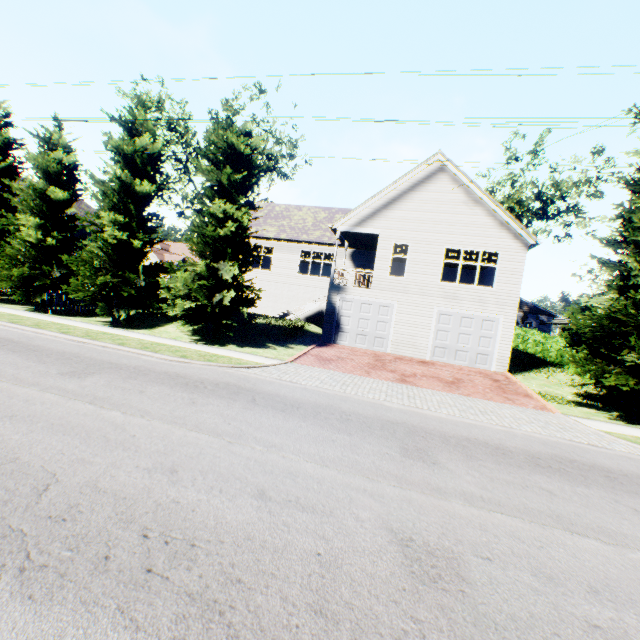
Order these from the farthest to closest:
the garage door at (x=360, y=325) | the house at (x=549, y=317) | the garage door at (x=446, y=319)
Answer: the house at (x=549, y=317)
the garage door at (x=360, y=325)
the garage door at (x=446, y=319)

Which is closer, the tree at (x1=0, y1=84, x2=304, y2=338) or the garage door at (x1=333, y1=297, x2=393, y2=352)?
the tree at (x1=0, y1=84, x2=304, y2=338)

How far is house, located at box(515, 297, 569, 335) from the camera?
40.6 meters

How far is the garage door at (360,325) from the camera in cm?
1844

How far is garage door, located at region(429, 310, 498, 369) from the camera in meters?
17.1

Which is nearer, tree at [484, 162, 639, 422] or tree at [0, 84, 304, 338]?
tree at [484, 162, 639, 422]

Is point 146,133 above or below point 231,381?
above
